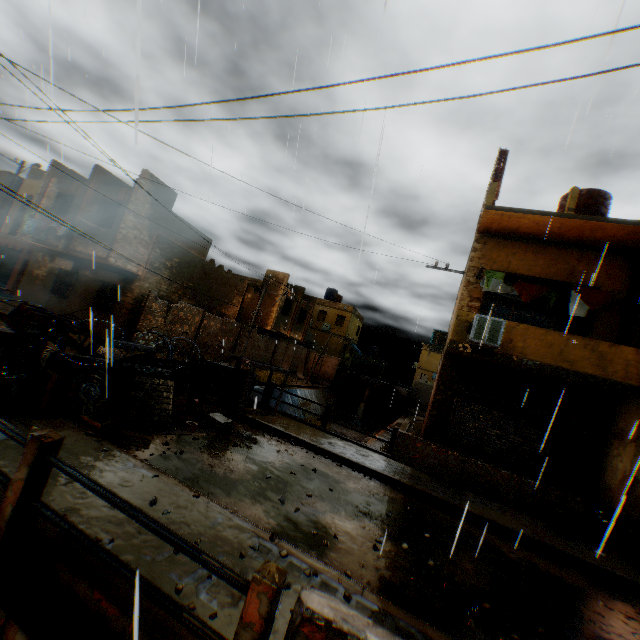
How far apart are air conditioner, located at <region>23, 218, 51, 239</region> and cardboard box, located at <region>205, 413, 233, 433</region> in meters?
16.4

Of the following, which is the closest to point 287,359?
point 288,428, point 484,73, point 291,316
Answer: point 291,316

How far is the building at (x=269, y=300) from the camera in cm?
2645

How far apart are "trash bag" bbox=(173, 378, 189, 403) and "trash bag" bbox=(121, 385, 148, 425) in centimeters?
92cm

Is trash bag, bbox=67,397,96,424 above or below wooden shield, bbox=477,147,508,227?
below

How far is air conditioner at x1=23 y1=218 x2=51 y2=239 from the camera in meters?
16.9

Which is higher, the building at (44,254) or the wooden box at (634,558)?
the building at (44,254)

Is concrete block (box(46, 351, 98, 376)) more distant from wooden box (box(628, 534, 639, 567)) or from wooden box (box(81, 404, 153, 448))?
wooden box (box(628, 534, 639, 567))
